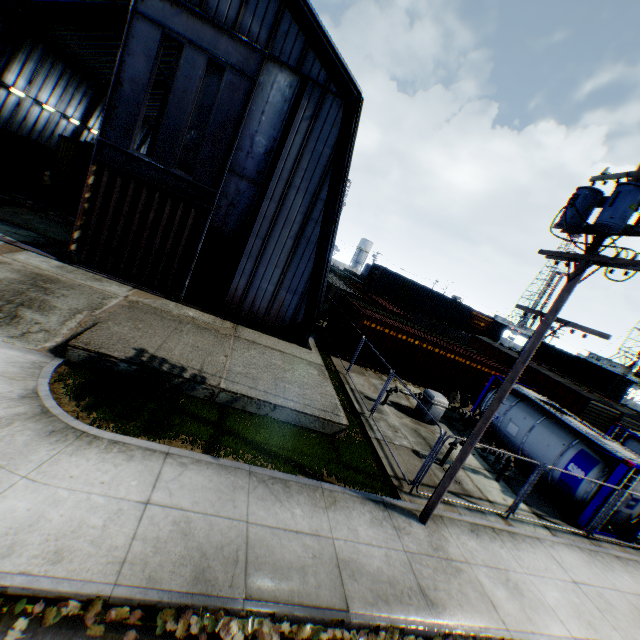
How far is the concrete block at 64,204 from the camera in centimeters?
2047cm

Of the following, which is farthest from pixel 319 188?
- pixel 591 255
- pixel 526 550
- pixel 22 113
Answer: pixel 22 113

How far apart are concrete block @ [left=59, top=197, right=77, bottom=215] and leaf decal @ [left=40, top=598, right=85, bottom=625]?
23.32m

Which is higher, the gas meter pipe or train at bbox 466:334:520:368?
train at bbox 466:334:520:368

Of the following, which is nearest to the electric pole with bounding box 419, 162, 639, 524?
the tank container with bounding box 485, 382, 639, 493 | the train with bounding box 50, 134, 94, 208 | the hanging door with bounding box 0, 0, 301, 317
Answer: the tank container with bounding box 485, 382, 639, 493

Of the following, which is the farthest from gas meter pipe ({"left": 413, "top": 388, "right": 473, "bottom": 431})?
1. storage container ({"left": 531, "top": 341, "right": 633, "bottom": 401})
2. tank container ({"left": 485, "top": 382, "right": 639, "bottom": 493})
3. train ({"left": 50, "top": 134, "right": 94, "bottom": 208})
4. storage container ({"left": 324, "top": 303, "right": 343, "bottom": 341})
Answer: storage container ({"left": 531, "top": 341, "right": 633, "bottom": 401})

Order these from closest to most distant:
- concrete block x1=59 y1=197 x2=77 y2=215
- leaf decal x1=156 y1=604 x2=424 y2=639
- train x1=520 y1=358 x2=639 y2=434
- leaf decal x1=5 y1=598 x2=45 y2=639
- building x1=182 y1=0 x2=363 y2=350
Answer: leaf decal x1=5 y1=598 x2=45 y2=639 < leaf decal x1=156 y1=604 x2=424 y2=639 < building x1=182 y1=0 x2=363 y2=350 < concrete block x1=59 y1=197 x2=77 y2=215 < train x1=520 y1=358 x2=639 y2=434

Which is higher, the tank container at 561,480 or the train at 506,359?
the train at 506,359
